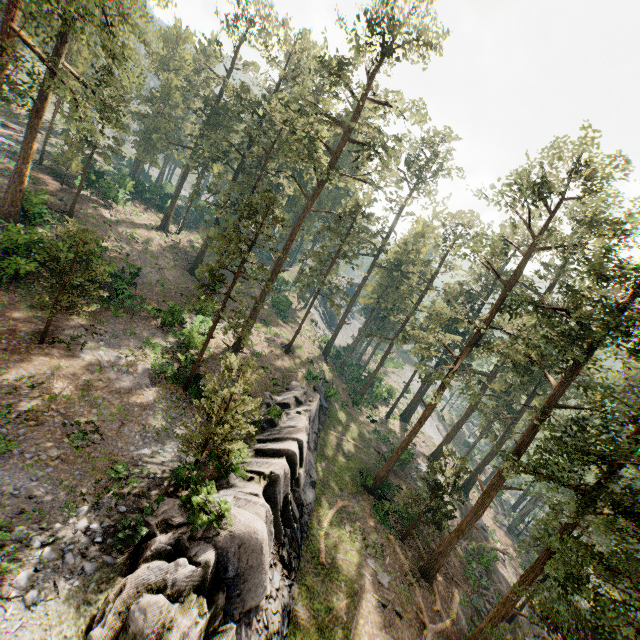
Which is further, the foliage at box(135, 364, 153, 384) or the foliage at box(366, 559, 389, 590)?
the foliage at box(366, 559, 389, 590)

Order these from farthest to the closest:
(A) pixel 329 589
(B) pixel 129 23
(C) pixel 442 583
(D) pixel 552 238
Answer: (C) pixel 442 583
(D) pixel 552 238
(A) pixel 329 589
(B) pixel 129 23

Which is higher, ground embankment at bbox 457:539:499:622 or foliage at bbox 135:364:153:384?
foliage at bbox 135:364:153:384

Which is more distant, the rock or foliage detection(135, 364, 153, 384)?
foliage detection(135, 364, 153, 384)

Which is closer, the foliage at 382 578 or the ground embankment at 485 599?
the foliage at 382 578

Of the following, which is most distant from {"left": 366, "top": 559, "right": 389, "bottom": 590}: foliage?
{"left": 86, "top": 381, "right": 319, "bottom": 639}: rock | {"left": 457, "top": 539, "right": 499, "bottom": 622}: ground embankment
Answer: {"left": 86, "top": 381, "right": 319, "bottom": 639}: rock

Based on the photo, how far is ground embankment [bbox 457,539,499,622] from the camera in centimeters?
2472cm
